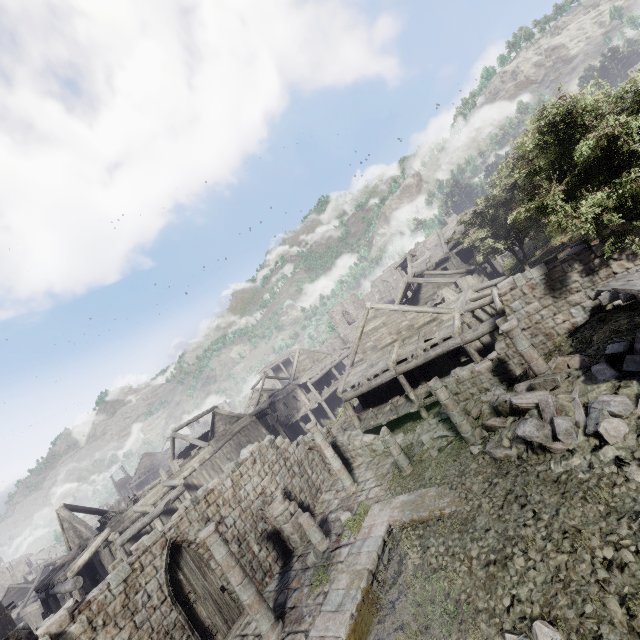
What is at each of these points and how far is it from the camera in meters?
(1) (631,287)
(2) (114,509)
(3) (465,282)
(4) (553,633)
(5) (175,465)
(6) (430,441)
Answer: (1) wooden plank rubble, 7.6
(2) broken furniture, 22.7
(3) broken furniture, 23.2
(4) rubble, 6.0
(5) broken furniture, 24.9
(6) rubble, 14.7

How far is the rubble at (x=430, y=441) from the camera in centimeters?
1411cm

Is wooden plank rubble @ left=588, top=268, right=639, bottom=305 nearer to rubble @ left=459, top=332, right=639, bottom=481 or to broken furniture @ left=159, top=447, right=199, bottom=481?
rubble @ left=459, top=332, right=639, bottom=481

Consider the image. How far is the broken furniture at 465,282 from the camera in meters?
23.1

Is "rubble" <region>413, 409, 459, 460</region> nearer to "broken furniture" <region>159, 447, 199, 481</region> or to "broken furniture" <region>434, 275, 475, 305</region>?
"broken furniture" <region>434, 275, 475, 305</region>

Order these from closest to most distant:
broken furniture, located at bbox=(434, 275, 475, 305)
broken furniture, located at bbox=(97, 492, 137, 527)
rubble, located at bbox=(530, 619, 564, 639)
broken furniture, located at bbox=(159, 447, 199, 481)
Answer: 1. rubble, located at bbox=(530, 619, 564, 639)
2. broken furniture, located at bbox=(97, 492, 137, 527)
3. broken furniture, located at bbox=(434, 275, 475, 305)
4. broken furniture, located at bbox=(159, 447, 199, 481)

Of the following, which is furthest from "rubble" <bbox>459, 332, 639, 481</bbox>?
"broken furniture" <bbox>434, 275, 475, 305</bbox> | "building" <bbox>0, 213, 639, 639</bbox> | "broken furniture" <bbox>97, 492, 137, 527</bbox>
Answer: "broken furniture" <bbox>97, 492, 137, 527</bbox>

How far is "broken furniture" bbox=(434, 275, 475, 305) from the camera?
23.06m
